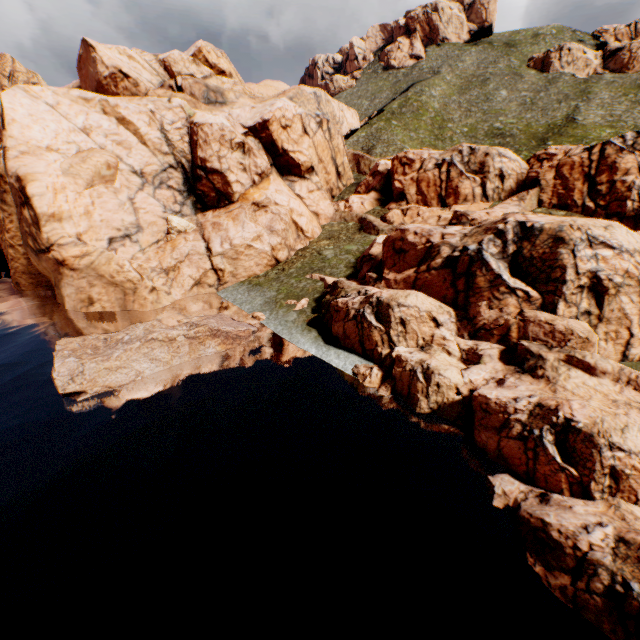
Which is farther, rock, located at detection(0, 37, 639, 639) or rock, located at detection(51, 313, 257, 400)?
rock, located at detection(51, 313, 257, 400)

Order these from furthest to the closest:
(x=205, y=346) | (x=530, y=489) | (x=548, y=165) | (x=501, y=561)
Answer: (x=548, y=165)
(x=205, y=346)
(x=530, y=489)
(x=501, y=561)

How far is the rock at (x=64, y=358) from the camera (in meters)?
18.94

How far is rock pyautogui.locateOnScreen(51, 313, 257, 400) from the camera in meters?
18.9

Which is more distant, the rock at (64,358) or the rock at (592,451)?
the rock at (64,358)
